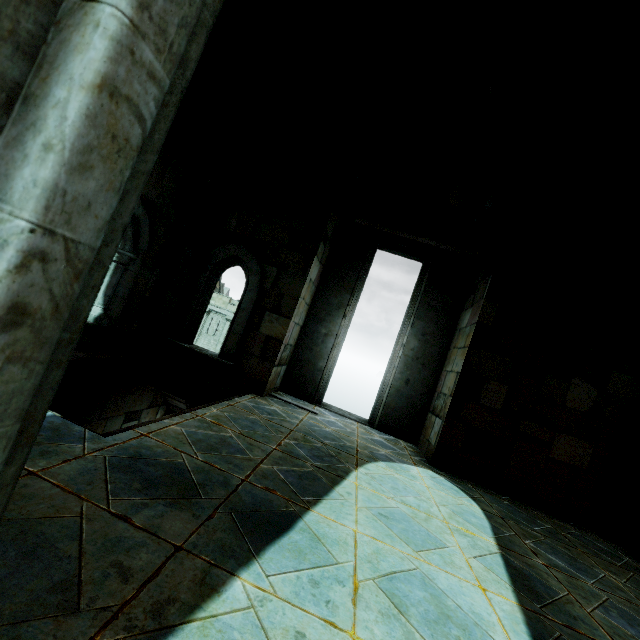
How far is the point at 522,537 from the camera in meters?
3.6 m
